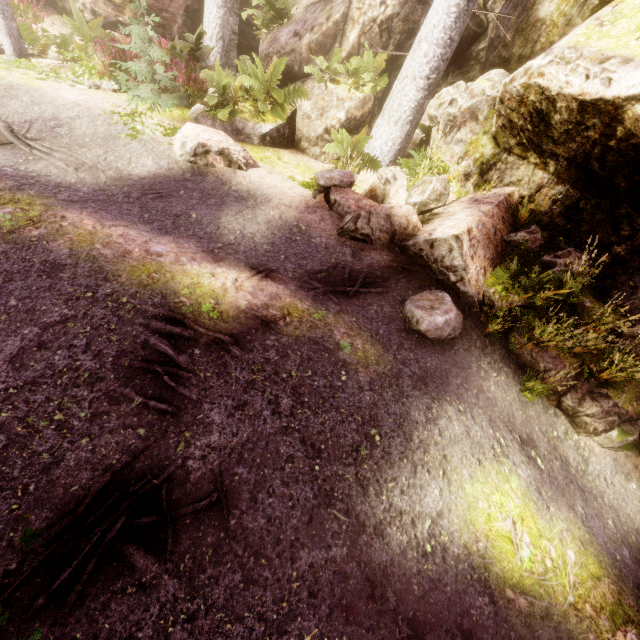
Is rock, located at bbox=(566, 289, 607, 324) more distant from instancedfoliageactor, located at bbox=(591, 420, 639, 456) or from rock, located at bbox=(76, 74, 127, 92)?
rock, located at bbox=(76, 74, 127, 92)

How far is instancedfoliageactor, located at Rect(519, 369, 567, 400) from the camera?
4.8m

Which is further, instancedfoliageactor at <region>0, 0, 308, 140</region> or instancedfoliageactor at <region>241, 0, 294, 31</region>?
instancedfoliageactor at <region>241, 0, 294, 31</region>

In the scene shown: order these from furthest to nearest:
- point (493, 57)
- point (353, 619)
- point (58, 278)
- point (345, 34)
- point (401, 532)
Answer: point (345, 34) → point (493, 57) → point (58, 278) → point (401, 532) → point (353, 619)

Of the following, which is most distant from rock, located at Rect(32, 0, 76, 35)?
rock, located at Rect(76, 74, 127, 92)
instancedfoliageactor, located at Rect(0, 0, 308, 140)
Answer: rock, located at Rect(76, 74, 127, 92)

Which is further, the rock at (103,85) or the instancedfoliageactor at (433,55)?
the rock at (103,85)

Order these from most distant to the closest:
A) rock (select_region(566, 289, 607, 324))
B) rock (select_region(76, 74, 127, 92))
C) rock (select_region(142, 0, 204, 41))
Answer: rock (select_region(142, 0, 204, 41))
rock (select_region(76, 74, 127, 92))
rock (select_region(566, 289, 607, 324))

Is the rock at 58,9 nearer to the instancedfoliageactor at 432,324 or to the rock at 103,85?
the instancedfoliageactor at 432,324
